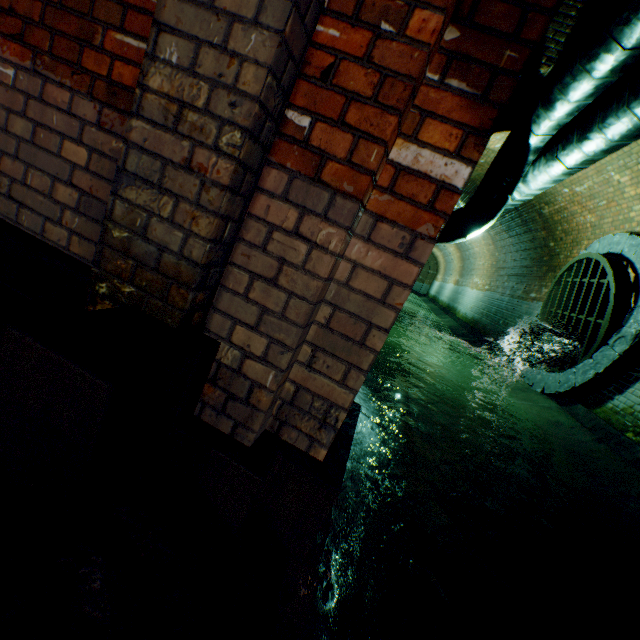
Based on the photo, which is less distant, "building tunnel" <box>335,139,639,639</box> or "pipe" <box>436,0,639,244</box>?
"building tunnel" <box>335,139,639,639</box>

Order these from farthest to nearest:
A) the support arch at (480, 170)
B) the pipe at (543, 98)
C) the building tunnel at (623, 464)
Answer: the support arch at (480, 170)
the pipe at (543, 98)
the building tunnel at (623, 464)

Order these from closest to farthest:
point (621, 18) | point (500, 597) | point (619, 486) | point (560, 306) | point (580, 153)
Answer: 1. point (500, 597)
2. point (621, 18)
3. point (619, 486)
4. point (580, 153)
5. point (560, 306)

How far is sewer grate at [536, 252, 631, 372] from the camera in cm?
536

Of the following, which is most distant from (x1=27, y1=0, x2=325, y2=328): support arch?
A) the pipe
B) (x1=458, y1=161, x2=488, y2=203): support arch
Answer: (x1=458, y1=161, x2=488, y2=203): support arch

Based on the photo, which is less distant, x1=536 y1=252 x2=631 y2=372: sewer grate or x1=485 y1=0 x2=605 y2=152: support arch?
x1=485 y1=0 x2=605 y2=152: support arch

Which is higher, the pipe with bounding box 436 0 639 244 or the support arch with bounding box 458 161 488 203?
the support arch with bounding box 458 161 488 203

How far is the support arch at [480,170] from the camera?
8.4 meters
